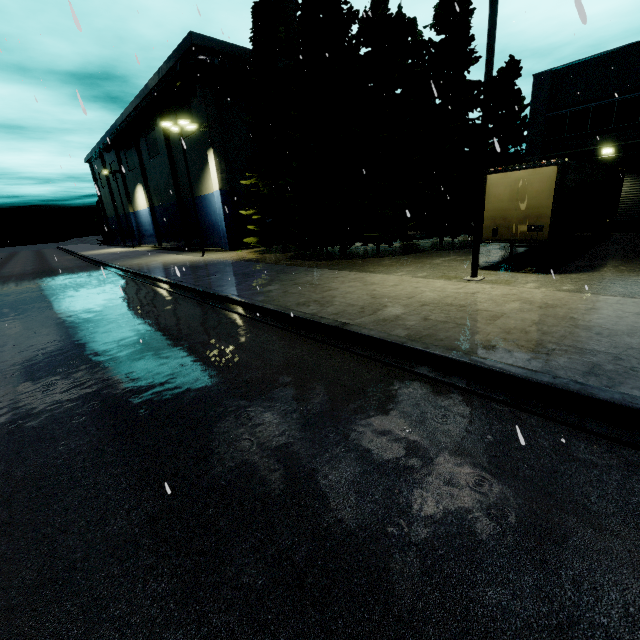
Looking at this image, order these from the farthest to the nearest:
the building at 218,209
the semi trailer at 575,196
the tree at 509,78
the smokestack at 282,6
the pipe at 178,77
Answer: the smokestack at 282,6 < the building at 218,209 < the pipe at 178,77 < the tree at 509,78 < the semi trailer at 575,196

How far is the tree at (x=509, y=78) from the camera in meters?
23.5

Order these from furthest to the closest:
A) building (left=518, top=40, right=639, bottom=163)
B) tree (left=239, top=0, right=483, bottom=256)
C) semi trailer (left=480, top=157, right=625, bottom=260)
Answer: building (left=518, top=40, right=639, bottom=163) → tree (left=239, top=0, right=483, bottom=256) → semi trailer (left=480, top=157, right=625, bottom=260)

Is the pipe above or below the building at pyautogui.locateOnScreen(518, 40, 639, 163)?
above

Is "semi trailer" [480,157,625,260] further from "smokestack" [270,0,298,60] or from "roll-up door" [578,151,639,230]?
"smokestack" [270,0,298,60]

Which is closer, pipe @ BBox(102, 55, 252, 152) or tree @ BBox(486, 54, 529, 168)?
tree @ BBox(486, 54, 529, 168)

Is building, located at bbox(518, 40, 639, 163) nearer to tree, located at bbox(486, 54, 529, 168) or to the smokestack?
the smokestack

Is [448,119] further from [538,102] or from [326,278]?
[326,278]
